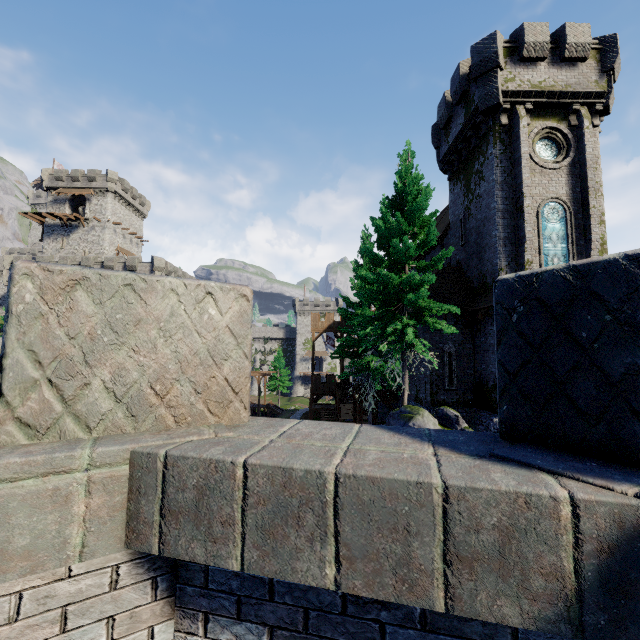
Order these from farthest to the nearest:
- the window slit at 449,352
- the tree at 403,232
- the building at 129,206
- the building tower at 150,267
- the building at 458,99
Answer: the building at 129,206 < the building tower at 150,267 < the window slit at 449,352 < the building at 458,99 < the tree at 403,232

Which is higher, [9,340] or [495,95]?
[495,95]

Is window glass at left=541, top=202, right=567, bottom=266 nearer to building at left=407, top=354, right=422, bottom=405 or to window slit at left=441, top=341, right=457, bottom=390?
building at left=407, top=354, right=422, bottom=405

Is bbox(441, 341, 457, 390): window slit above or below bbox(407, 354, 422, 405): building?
above

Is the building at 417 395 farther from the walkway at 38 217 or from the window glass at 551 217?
the walkway at 38 217

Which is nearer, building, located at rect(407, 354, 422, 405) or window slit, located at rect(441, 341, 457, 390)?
window slit, located at rect(441, 341, 457, 390)

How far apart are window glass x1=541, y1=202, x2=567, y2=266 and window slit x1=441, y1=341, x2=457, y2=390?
5.9m

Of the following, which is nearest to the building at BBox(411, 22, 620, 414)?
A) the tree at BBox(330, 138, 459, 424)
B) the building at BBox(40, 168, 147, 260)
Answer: the tree at BBox(330, 138, 459, 424)
